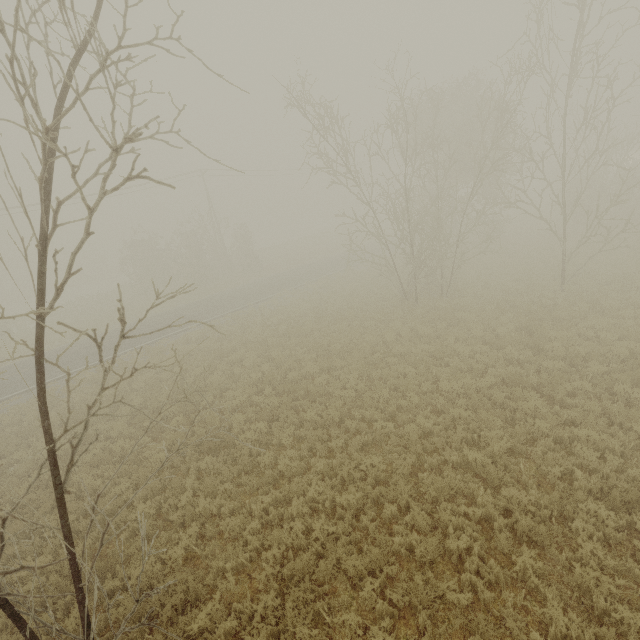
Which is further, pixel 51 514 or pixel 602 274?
pixel 602 274
